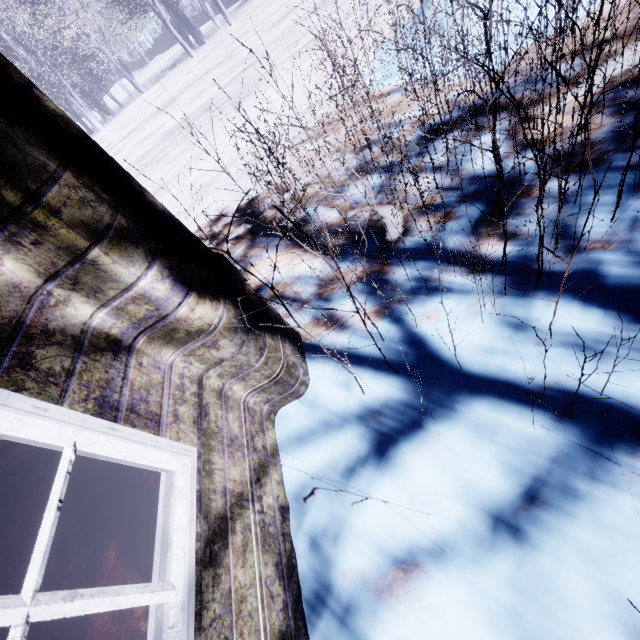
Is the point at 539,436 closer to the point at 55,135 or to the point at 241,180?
the point at 55,135
